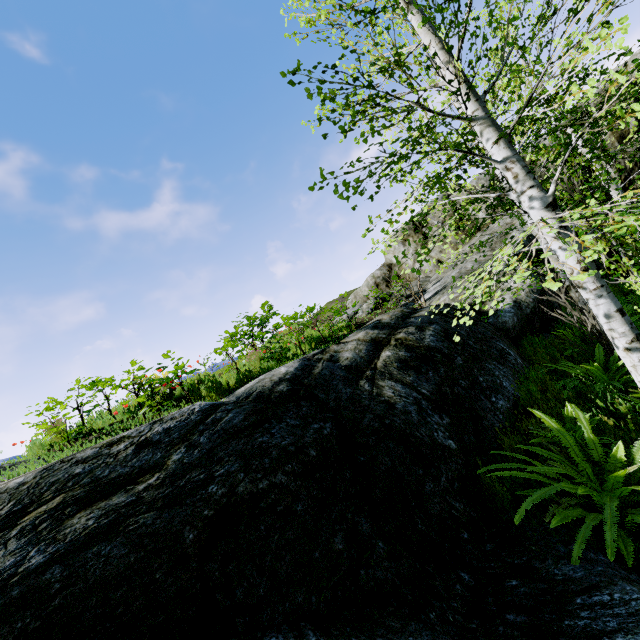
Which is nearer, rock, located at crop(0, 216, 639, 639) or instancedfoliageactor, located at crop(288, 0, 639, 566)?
rock, located at crop(0, 216, 639, 639)

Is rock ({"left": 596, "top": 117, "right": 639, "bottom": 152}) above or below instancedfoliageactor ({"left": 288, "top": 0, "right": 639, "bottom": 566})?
above

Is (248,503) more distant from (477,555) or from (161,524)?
(477,555)

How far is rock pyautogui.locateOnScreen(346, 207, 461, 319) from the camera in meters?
14.8

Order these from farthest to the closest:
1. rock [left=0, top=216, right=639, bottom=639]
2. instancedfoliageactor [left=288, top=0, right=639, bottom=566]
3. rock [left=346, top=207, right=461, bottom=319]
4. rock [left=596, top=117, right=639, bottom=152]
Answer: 1. rock [left=346, top=207, right=461, bottom=319]
2. rock [left=596, top=117, right=639, bottom=152]
3. instancedfoliageactor [left=288, top=0, right=639, bottom=566]
4. rock [left=0, top=216, right=639, bottom=639]

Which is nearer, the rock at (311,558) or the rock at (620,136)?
the rock at (311,558)

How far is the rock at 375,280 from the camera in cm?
1478
